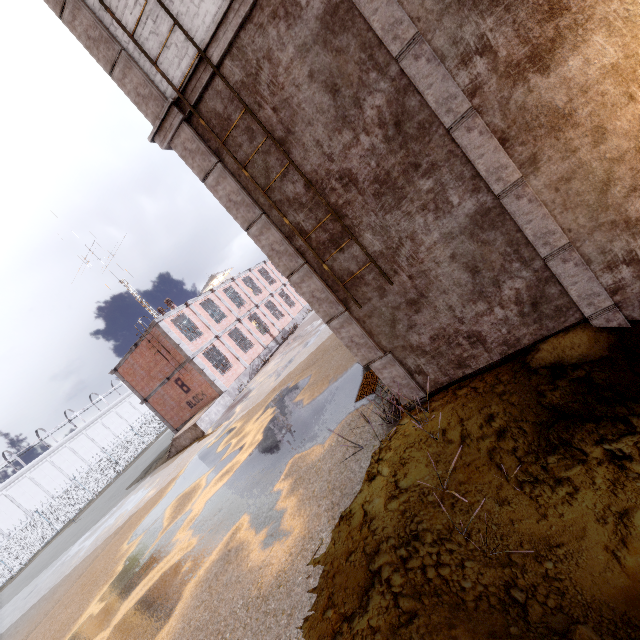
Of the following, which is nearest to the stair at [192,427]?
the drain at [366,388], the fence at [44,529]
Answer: the drain at [366,388]

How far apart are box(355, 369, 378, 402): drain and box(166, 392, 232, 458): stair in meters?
13.8

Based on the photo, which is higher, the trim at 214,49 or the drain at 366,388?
the trim at 214,49

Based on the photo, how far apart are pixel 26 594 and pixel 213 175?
25.07m

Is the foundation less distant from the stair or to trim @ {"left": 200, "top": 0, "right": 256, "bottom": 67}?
the stair

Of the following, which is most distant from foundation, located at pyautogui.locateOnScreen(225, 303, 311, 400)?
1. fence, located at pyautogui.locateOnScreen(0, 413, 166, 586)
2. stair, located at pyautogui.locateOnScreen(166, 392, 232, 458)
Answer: fence, located at pyautogui.locateOnScreen(0, 413, 166, 586)

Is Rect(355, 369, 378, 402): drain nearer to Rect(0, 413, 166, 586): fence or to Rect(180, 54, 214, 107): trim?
Rect(180, 54, 214, 107): trim

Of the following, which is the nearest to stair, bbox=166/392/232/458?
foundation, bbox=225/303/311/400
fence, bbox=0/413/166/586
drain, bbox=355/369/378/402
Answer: foundation, bbox=225/303/311/400
